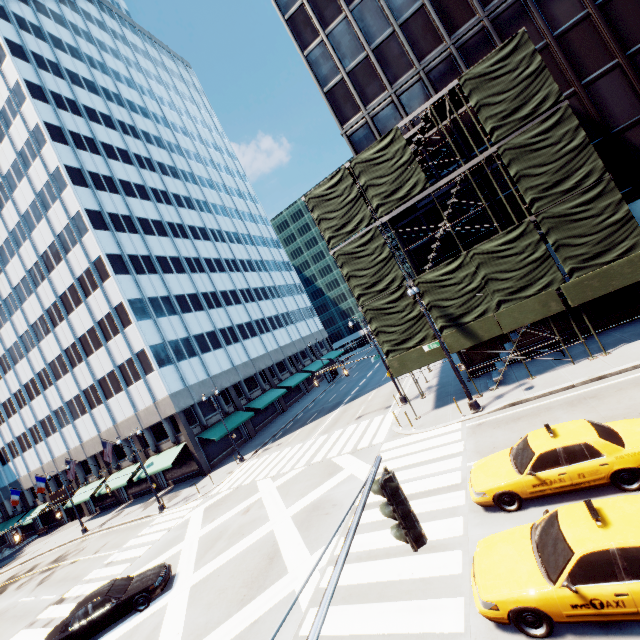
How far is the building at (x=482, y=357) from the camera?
20.72m

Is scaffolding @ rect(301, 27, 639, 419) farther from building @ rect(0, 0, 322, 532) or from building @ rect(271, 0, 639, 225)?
building @ rect(0, 0, 322, 532)

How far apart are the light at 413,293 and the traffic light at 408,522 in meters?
14.1 m

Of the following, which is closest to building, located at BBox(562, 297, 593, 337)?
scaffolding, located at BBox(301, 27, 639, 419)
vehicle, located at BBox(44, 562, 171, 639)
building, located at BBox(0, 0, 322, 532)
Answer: scaffolding, located at BBox(301, 27, 639, 419)

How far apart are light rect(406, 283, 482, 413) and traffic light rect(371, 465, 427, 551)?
14.1m

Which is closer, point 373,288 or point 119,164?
point 373,288

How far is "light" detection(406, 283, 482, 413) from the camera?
16.4m

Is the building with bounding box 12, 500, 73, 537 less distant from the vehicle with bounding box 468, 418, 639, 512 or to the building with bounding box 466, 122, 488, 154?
the building with bounding box 466, 122, 488, 154
